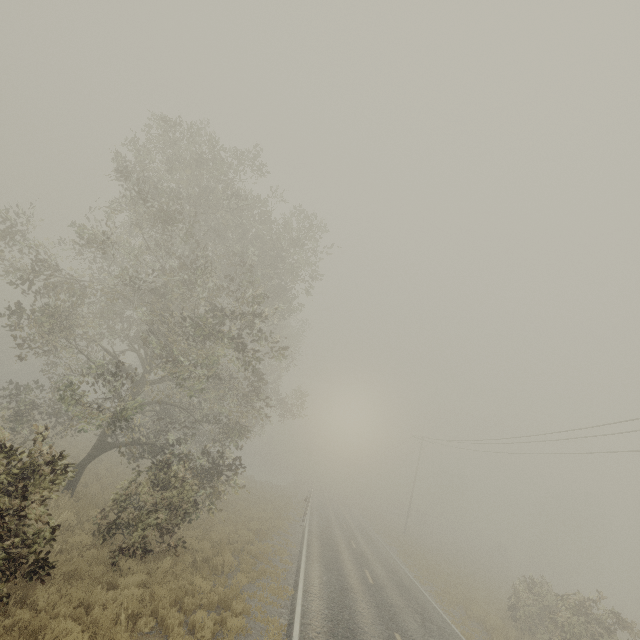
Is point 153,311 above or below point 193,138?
below
